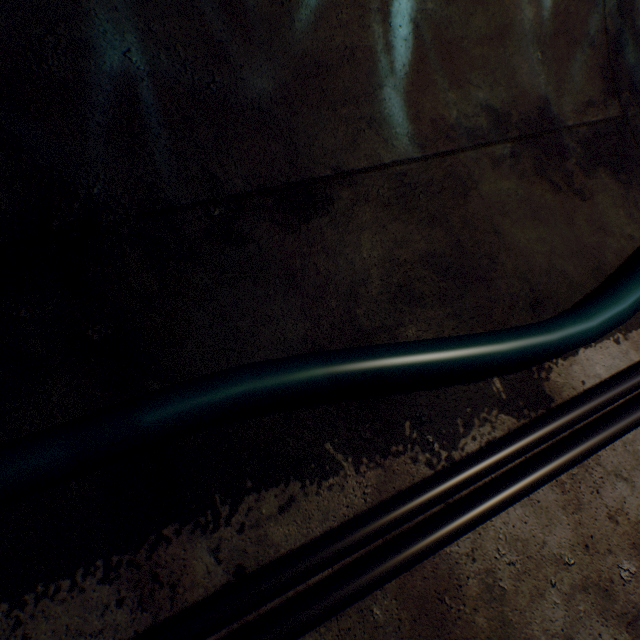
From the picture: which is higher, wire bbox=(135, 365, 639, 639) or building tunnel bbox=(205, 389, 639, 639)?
wire bbox=(135, 365, 639, 639)

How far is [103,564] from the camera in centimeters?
79cm

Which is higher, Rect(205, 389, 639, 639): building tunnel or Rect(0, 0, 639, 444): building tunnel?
Rect(0, 0, 639, 444): building tunnel

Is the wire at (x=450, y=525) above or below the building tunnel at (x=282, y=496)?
below

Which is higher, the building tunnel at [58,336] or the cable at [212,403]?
the building tunnel at [58,336]
